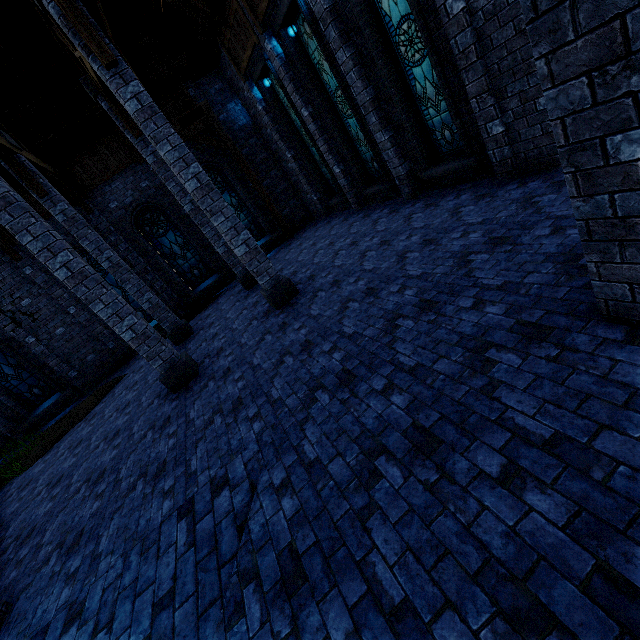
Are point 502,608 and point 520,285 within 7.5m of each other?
yes

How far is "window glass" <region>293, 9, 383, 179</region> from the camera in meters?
8.6

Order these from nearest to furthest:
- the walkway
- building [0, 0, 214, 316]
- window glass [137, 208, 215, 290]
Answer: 1. building [0, 0, 214, 316]
2. the walkway
3. window glass [137, 208, 215, 290]

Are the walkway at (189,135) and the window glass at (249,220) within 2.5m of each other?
yes

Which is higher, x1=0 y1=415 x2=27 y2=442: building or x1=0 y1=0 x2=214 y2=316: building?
x1=0 y1=0 x2=214 y2=316: building

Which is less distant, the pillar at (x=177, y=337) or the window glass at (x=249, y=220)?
the pillar at (x=177, y=337)

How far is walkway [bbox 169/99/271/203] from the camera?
12.55m

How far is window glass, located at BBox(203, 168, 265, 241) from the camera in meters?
14.0
